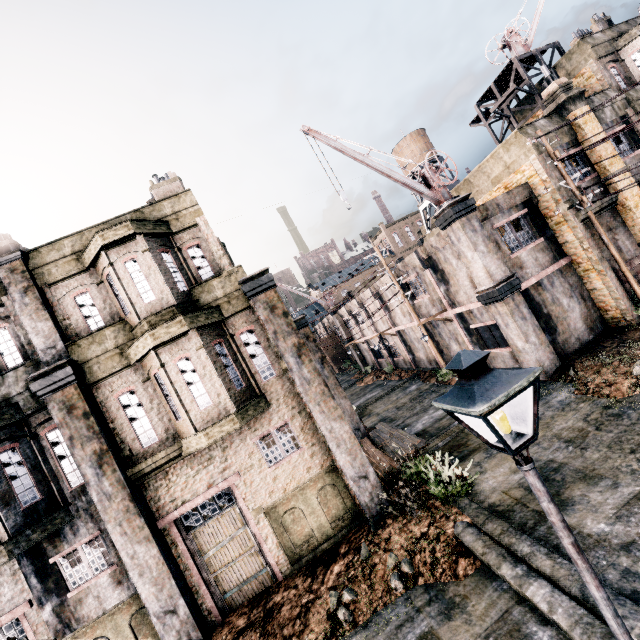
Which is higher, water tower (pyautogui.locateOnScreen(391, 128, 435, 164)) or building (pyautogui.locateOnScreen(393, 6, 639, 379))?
water tower (pyautogui.locateOnScreen(391, 128, 435, 164))

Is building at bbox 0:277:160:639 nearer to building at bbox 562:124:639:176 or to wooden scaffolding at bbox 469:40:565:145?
building at bbox 562:124:639:176

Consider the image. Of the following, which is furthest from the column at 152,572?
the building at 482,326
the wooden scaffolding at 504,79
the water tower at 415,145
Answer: the water tower at 415,145

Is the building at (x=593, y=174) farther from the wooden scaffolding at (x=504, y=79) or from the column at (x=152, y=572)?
the column at (x=152, y=572)

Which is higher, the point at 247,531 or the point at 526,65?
the point at 526,65

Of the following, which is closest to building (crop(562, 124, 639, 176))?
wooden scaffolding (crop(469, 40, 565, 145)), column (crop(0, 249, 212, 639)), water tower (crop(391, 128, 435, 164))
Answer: wooden scaffolding (crop(469, 40, 565, 145))

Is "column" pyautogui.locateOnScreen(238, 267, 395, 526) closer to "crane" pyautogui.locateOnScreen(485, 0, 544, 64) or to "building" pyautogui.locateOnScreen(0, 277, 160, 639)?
"building" pyautogui.locateOnScreen(0, 277, 160, 639)

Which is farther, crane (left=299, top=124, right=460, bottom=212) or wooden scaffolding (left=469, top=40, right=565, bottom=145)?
wooden scaffolding (left=469, top=40, right=565, bottom=145)
